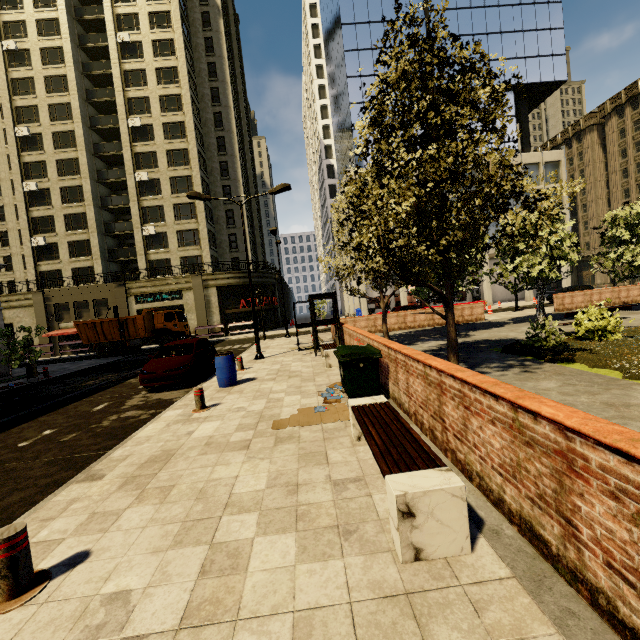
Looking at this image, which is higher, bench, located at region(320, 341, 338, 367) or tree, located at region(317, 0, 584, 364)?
tree, located at region(317, 0, 584, 364)

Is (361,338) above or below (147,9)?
below

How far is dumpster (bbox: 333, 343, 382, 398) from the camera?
6.6 meters

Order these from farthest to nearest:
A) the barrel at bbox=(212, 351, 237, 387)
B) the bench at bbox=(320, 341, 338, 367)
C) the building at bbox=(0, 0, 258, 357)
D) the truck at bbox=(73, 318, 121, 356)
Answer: the building at bbox=(0, 0, 258, 357)
the truck at bbox=(73, 318, 121, 356)
the bench at bbox=(320, 341, 338, 367)
the barrel at bbox=(212, 351, 237, 387)

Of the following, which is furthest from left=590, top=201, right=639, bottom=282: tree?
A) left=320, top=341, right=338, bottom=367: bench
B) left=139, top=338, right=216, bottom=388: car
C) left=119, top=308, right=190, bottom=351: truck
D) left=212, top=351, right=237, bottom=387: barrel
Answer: left=119, top=308, right=190, bottom=351: truck

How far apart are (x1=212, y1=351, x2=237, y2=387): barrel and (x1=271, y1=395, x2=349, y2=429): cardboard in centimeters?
372cm

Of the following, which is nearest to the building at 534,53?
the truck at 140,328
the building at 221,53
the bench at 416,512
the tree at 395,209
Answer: the building at 221,53

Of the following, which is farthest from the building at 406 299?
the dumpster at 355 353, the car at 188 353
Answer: the dumpster at 355 353
